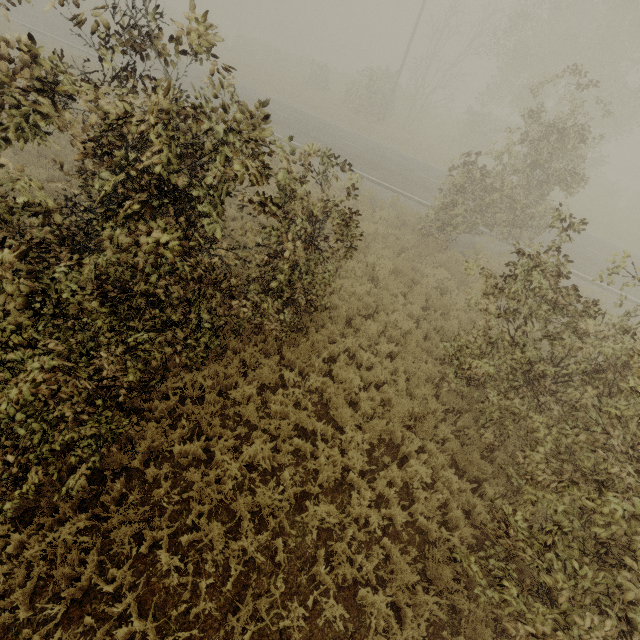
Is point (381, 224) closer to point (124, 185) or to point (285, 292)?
point (285, 292)
